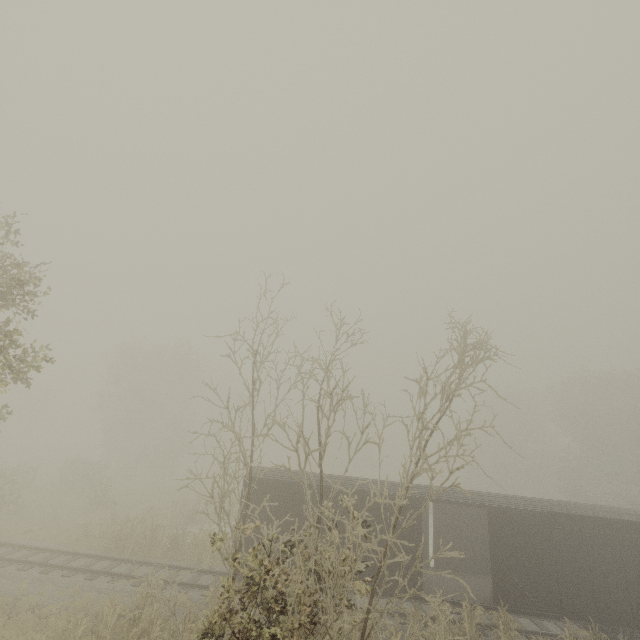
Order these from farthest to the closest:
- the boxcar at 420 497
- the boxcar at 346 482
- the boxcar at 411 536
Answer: the boxcar at 346 482, the boxcar at 420 497, the boxcar at 411 536

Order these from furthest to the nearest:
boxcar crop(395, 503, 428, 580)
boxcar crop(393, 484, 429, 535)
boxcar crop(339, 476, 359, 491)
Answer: boxcar crop(339, 476, 359, 491), boxcar crop(393, 484, 429, 535), boxcar crop(395, 503, 428, 580)

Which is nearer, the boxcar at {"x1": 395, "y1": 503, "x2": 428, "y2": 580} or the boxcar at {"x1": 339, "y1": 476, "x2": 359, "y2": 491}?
the boxcar at {"x1": 395, "y1": 503, "x2": 428, "y2": 580}

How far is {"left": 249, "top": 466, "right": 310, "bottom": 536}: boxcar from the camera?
13.8m

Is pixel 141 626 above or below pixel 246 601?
below

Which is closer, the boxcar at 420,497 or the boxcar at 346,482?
the boxcar at 420,497
